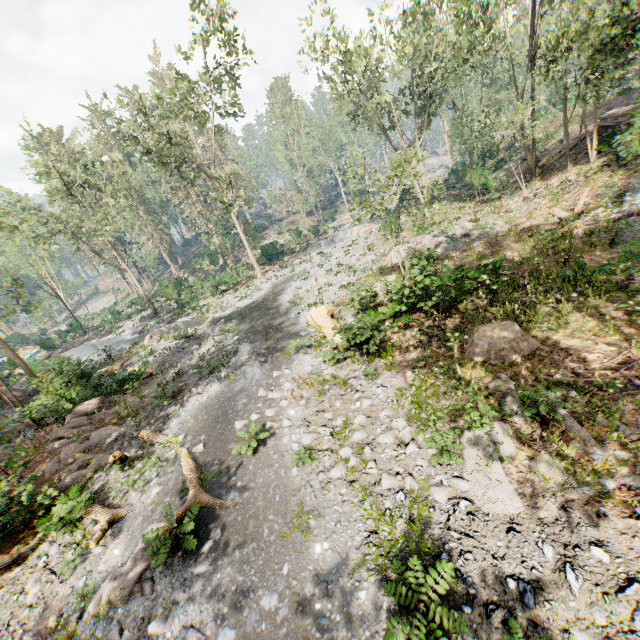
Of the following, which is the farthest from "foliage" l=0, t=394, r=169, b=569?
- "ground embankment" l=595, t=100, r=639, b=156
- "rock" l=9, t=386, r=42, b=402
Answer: "rock" l=9, t=386, r=42, b=402

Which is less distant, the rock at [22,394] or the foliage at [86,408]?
the foliage at [86,408]

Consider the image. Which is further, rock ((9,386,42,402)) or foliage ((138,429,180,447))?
rock ((9,386,42,402))

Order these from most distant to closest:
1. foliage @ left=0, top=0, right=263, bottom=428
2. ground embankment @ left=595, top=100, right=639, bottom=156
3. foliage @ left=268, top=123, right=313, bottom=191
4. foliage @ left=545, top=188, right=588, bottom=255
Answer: foliage @ left=268, top=123, right=313, bottom=191, foliage @ left=0, top=0, right=263, bottom=428, ground embankment @ left=595, top=100, right=639, bottom=156, foliage @ left=545, top=188, right=588, bottom=255

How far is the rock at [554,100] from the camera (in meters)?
43.41

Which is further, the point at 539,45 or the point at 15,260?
the point at 15,260

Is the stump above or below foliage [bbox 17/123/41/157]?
below

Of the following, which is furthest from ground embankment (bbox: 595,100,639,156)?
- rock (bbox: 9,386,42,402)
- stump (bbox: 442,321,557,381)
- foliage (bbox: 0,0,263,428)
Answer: rock (bbox: 9,386,42,402)
